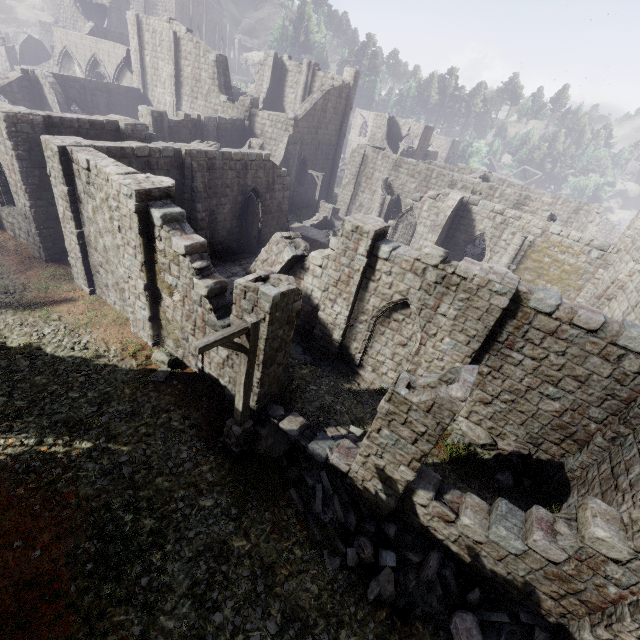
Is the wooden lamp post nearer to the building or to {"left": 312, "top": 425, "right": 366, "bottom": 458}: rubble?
A: the building

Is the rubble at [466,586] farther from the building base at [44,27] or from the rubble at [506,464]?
the building base at [44,27]

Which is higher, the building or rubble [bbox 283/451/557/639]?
the building

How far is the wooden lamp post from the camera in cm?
645

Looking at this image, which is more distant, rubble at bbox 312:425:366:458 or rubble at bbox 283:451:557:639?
rubble at bbox 312:425:366:458

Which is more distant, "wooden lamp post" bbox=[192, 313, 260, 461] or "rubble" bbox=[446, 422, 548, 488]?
"rubble" bbox=[446, 422, 548, 488]

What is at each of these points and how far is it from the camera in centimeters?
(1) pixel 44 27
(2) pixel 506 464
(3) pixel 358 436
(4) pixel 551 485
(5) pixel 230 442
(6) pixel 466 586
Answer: (1) building base, 4878cm
(2) rubble, 1108cm
(3) rubble, 1082cm
(4) building, 1065cm
(5) wooden lamp post, 910cm
(6) rubble, 764cm

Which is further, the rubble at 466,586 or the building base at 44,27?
the building base at 44,27
